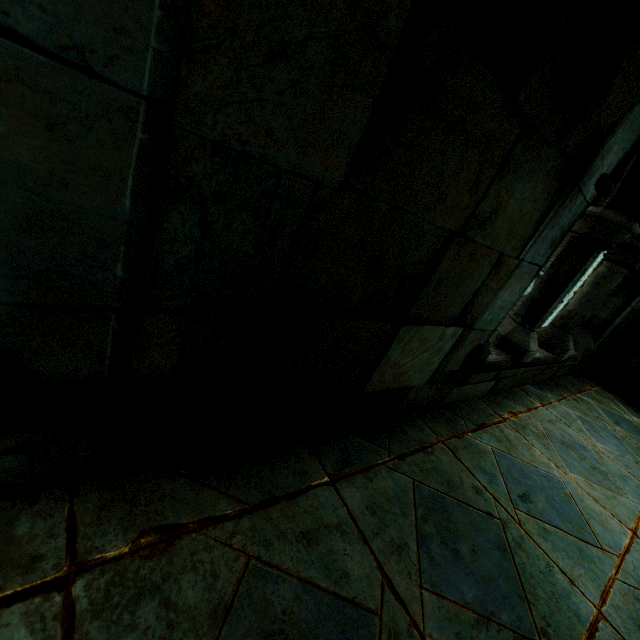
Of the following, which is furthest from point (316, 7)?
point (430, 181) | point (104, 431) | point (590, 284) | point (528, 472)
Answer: point (590, 284)
